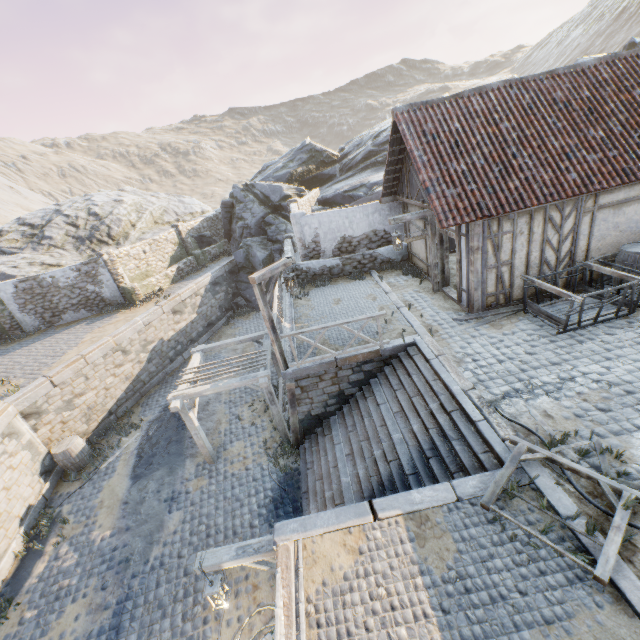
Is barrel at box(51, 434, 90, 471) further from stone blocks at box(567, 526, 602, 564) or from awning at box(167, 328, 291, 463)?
awning at box(167, 328, 291, 463)

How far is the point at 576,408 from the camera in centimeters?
619cm

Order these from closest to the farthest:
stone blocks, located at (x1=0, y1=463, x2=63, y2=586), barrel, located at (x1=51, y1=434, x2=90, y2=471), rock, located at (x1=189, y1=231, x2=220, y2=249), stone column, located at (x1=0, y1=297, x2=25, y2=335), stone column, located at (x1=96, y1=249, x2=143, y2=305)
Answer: stone blocks, located at (x1=0, y1=463, x2=63, y2=586), barrel, located at (x1=51, y1=434, x2=90, y2=471), stone column, located at (x1=0, y1=297, x2=25, y2=335), stone column, located at (x1=96, y1=249, x2=143, y2=305), rock, located at (x1=189, y1=231, x2=220, y2=249)

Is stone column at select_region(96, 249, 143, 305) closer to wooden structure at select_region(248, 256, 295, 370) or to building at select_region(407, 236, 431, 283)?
wooden structure at select_region(248, 256, 295, 370)

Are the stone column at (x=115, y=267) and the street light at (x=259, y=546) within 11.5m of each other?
no

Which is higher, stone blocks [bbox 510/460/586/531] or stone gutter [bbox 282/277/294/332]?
stone blocks [bbox 510/460/586/531]

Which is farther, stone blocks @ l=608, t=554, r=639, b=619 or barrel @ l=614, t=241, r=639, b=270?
barrel @ l=614, t=241, r=639, b=270

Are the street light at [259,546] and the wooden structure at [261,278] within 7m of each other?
yes
